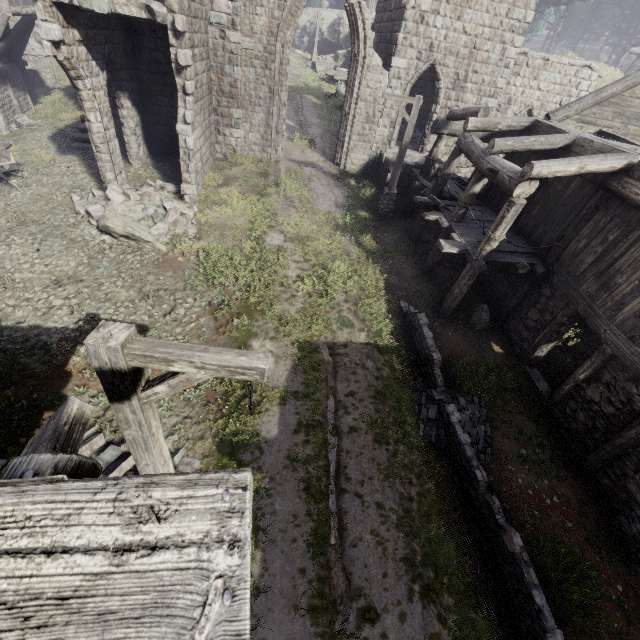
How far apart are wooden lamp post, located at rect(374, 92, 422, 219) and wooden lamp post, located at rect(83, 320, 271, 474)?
13.0 meters

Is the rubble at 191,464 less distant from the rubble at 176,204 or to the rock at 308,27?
the rubble at 176,204

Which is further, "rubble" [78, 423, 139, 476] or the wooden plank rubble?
"rubble" [78, 423, 139, 476]

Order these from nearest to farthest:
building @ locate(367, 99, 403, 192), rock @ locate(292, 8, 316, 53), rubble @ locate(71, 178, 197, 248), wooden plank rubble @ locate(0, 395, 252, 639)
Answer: wooden plank rubble @ locate(0, 395, 252, 639), rubble @ locate(71, 178, 197, 248), building @ locate(367, 99, 403, 192), rock @ locate(292, 8, 316, 53)

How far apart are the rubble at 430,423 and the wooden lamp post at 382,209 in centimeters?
872cm

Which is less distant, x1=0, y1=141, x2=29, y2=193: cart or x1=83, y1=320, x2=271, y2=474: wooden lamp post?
x1=83, y1=320, x2=271, y2=474: wooden lamp post

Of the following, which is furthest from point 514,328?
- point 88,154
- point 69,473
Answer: point 88,154

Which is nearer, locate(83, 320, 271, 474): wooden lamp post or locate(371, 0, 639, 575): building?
locate(83, 320, 271, 474): wooden lamp post
